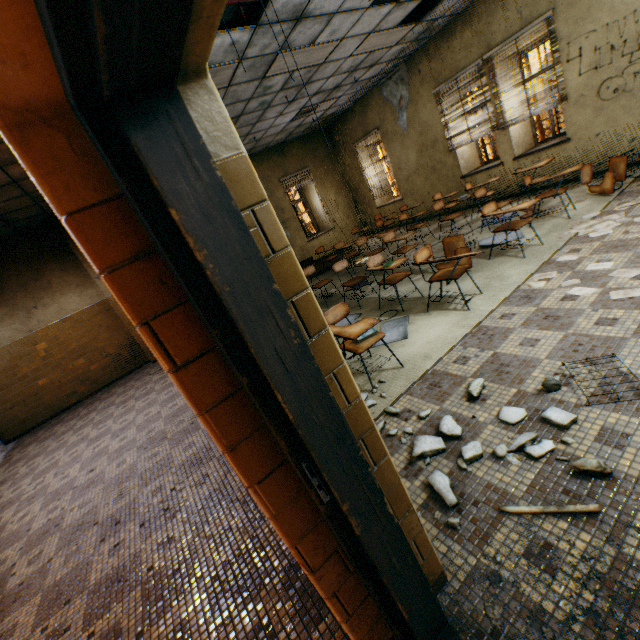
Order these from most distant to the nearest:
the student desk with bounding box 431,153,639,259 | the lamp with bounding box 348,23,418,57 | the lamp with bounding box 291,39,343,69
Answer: the lamp with bounding box 348,23,418,57
the lamp with bounding box 291,39,343,69
the student desk with bounding box 431,153,639,259

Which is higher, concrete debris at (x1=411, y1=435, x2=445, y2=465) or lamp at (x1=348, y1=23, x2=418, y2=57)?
lamp at (x1=348, y1=23, x2=418, y2=57)

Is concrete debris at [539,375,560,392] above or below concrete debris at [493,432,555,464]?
above

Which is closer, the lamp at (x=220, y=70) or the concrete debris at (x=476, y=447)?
the concrete debris at (x=476, y=447)

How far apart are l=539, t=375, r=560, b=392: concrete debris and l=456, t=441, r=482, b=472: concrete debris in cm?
43

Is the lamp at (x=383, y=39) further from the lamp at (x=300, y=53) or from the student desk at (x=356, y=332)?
the student desk at (x=356, y=332)

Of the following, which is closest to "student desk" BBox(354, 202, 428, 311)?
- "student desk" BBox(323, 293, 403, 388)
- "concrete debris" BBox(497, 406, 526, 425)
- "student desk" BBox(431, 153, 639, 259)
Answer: "student desk" BBox(431, 153, 639, 259)

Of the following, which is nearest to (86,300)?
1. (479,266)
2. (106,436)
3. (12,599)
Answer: (106,436)
